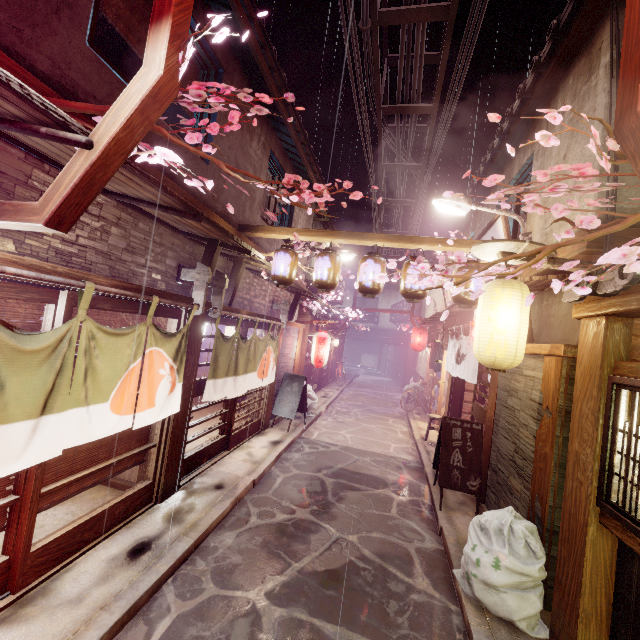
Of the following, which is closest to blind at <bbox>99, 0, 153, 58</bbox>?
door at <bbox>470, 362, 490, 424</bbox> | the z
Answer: the z

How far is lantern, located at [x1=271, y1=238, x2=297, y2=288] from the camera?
10.5m

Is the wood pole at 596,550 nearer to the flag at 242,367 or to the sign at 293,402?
→ the flag at 242,367

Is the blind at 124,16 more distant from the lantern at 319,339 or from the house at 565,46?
the lantern at 319,339

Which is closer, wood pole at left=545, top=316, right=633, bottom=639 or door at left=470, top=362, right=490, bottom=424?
wood pole at left=545, top=316, right=633, bottom=639

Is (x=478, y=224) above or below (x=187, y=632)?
above

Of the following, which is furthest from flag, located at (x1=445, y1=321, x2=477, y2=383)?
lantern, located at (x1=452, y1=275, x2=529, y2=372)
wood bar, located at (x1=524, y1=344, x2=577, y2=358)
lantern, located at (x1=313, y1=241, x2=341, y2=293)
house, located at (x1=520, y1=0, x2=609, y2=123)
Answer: lantern, located at (x1=313, y1=241, x2=341, y2=293)

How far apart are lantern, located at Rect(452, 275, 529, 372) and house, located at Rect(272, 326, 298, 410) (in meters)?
10.21
